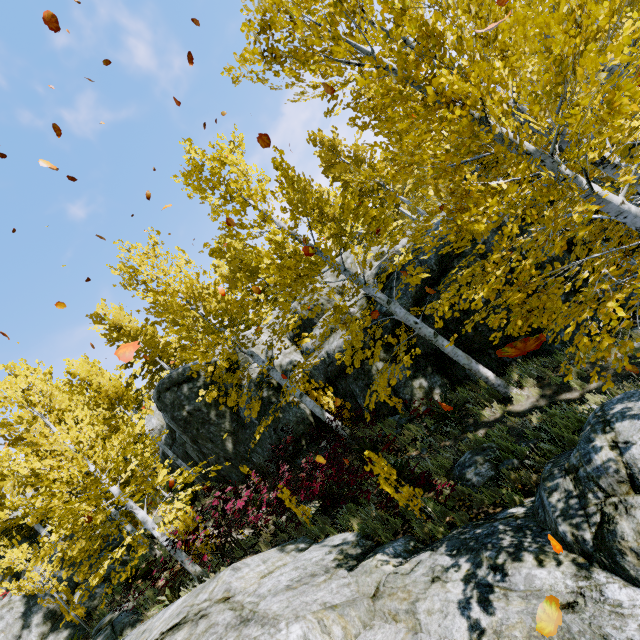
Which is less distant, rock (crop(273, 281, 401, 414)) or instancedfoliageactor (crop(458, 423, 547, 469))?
instancedfoliageactor (crop(458, 423, 547, 469))

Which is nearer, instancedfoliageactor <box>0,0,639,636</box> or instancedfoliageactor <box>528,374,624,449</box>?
instancedfoliageactor <box>0,0,639,636</box>

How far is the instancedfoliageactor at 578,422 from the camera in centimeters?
559cm

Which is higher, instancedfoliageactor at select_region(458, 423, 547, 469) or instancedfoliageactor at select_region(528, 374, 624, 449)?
instancedfoliageactor at select_region(458, 423, 547, 469)

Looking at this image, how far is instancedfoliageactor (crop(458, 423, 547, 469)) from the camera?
5.6 meters

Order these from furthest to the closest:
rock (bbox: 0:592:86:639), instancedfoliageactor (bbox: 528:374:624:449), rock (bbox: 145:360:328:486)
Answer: rock (bbox: 145:360:328:486), rock (bbox: 0:592:86:639), instancedfoliageactor (bbox: 528:374:624:449)

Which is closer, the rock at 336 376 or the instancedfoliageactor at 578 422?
the instancedfoliageactor at 578 422

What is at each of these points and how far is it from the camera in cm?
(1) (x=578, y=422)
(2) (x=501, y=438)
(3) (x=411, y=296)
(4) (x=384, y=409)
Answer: (1) instancedfoliageactor, 600
(2) instancedfoliageactor, 663
(3) rock, 1053
(4) rock, 1068
